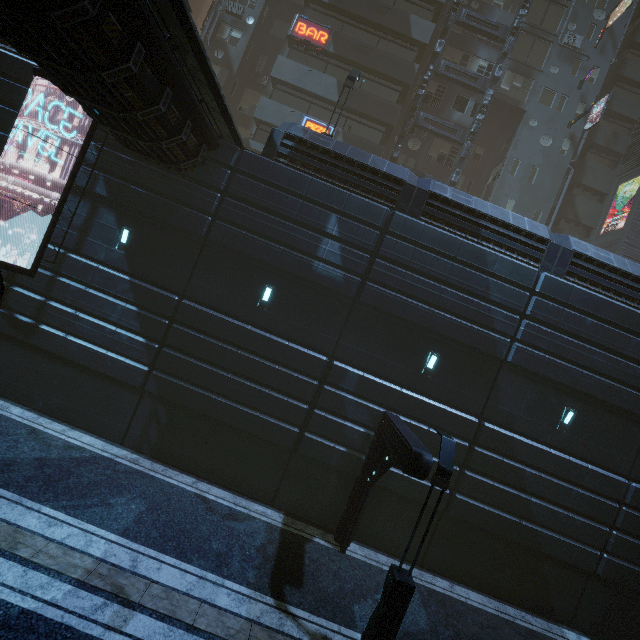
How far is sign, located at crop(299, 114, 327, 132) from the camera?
21.3m

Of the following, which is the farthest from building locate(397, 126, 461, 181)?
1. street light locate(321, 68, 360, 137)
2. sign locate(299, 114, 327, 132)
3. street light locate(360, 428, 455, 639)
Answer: street light locate(321, 68, 360, 137)

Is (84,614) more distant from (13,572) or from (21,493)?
(21,493)

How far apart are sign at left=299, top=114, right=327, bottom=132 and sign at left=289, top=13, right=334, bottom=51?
4.4m

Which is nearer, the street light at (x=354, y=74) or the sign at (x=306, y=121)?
the street light at (x=354, y=74)

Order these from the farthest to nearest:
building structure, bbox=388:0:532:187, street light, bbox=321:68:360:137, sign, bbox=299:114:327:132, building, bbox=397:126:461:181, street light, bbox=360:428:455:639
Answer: building, bbox=397:126:461:181, building structure, bbox=388:0:532:187, sign, bbox=299:114:327:132, street light, bbox=321:68:360:137, street light, bbox=360:428:455:639

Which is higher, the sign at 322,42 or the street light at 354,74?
the sign at 322,42
